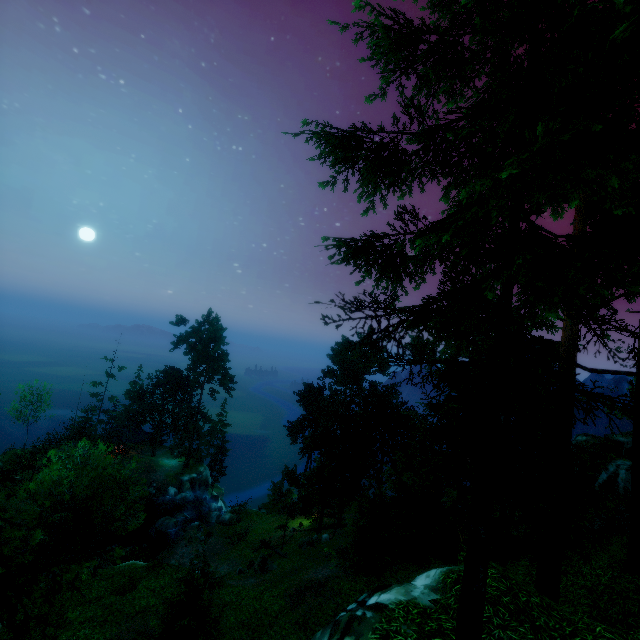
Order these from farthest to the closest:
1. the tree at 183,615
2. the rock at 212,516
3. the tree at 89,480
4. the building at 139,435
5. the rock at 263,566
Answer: the building at 139,435 < the rock at 212,516 < the rock at 263,566 < the tree at 183,615 < the tree at 89,480

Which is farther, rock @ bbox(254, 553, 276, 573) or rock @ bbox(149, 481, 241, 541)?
rock @ bbox(149, 481, 241, 541)

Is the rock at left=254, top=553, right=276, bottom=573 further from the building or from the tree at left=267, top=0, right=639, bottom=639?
the building

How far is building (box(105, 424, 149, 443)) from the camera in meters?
51.4 m

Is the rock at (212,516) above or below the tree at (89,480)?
below

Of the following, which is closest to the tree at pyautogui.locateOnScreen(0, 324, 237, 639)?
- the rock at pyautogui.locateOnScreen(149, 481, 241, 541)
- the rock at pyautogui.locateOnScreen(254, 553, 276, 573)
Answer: the rock at pyautogui.locateOnScreen(254, 553, 276, 573)

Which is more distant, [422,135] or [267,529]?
[267,529]

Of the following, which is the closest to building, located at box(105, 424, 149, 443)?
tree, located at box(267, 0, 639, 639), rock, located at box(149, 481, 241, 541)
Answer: tree, located at box(267, 0, 639, 639)
